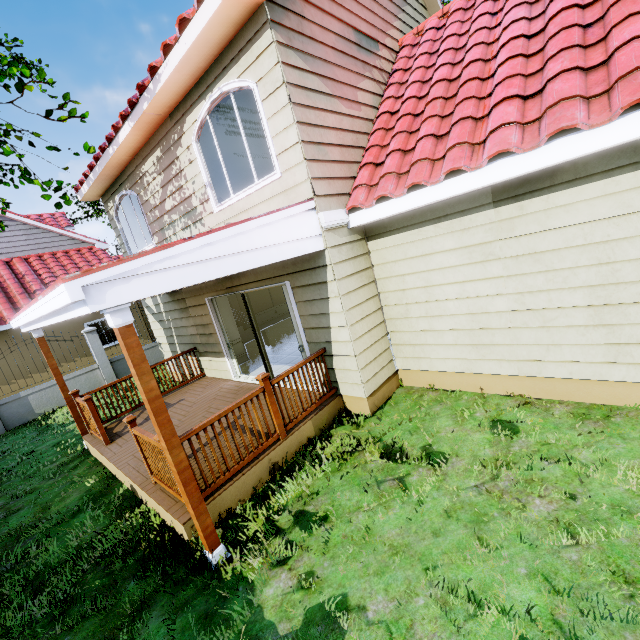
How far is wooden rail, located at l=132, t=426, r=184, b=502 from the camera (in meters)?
3.75

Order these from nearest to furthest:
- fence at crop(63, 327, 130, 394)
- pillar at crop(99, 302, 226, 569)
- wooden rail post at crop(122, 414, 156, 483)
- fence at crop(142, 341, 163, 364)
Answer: pillar at crop(99, 302, 226, 569), wooden rail post at crop(122, 414, 156, 483), fence at crop(63, 327, 130, 394), fence at crop(142, 341, 163, 364)

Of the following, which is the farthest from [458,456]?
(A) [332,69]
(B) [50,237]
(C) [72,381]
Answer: (B) [50,237]

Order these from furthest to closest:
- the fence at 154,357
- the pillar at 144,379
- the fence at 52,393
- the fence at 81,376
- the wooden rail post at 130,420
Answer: the fence at 154,357
the fence at 81,376
the fence at 52,393
the wooden rail post at 130,420
the pillar at 144,379

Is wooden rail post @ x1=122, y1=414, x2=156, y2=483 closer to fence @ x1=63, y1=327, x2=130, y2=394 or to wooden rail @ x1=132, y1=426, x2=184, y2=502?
wooden rail @ x1=132, y1=426, x2=184, y2=502

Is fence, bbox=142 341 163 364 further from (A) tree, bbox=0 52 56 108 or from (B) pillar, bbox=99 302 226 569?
(B) pillar, bbox=99 302 226 569

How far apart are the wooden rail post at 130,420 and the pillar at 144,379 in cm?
147

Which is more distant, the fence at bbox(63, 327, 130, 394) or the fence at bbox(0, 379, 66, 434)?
the fence at bbox(63, 327, 130, 394)
